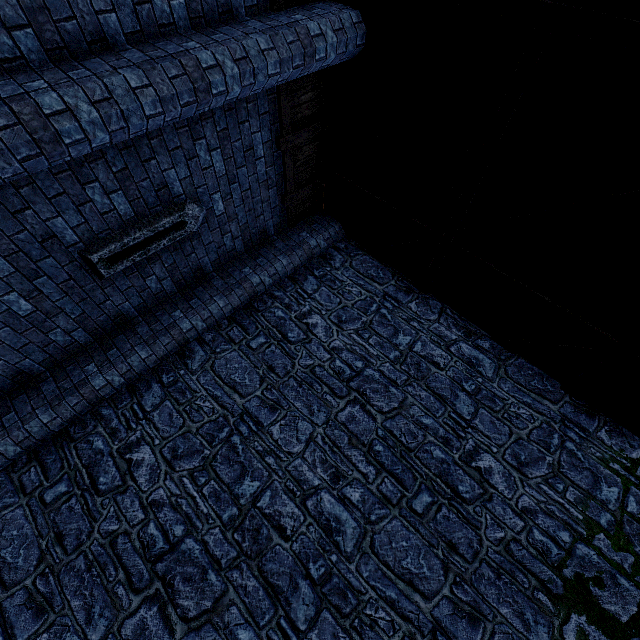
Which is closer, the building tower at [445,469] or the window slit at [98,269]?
the building tower at [445,469]

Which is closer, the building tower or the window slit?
the building tower

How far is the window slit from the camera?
4.3m

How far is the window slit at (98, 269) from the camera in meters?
4.3

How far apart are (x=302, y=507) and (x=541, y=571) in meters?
3.1 m
